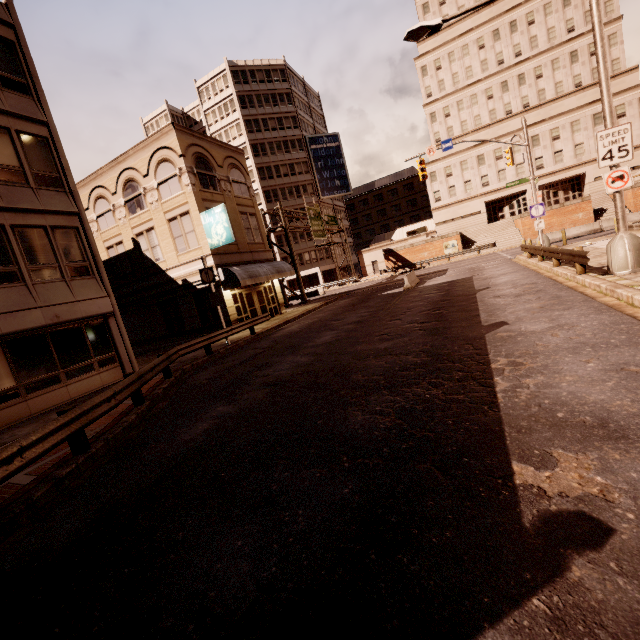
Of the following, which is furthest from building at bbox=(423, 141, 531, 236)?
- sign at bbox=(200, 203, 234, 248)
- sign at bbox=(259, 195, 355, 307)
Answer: sign at bbox=(200, 203, 234, 248)

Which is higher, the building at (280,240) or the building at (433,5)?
the building at (433,5)

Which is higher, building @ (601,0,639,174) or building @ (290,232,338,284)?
building @ (601,0,639,174)

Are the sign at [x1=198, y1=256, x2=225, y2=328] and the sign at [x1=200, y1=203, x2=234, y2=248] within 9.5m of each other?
yes

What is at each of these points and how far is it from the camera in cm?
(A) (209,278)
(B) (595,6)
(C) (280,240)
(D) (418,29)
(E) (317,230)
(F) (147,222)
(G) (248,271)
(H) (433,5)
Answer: (A) sign, 1653
(B) street light, 920
(C) building, 5450
(D) street light, 1086
(E) sign, 3825
(F) building, 2222
(G) awning, 2142
(H) building, 4950

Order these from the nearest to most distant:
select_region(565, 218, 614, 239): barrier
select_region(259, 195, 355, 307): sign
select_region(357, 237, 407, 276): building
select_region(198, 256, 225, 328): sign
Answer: select_region(198, 256, 225, 328): sign < select_region(565, 218, 614, 239): barrier < select_region(259, 195, 355, 307): sign < select_region(357, 237, 407, 276): building

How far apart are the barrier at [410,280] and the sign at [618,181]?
12.9m

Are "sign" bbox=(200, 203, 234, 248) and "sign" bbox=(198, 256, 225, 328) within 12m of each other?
yes
